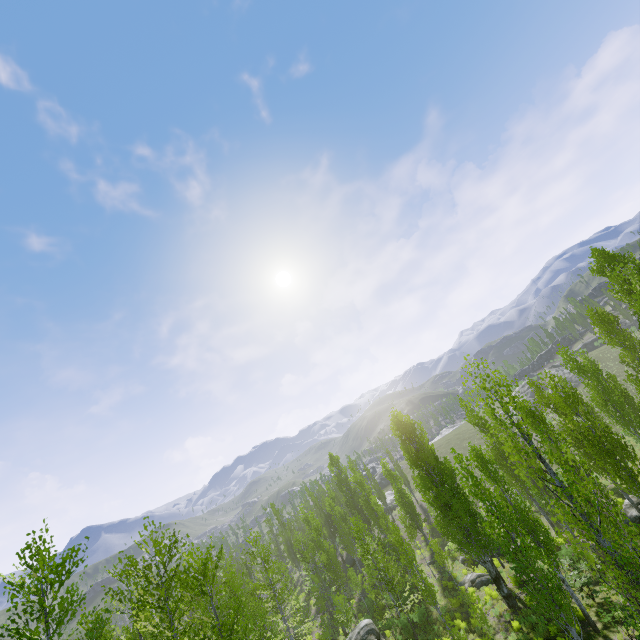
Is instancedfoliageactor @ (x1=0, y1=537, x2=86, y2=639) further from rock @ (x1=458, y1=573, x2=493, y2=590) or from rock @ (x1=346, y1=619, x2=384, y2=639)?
rock @ (x1=458, y1=573, x2=493, y2=590)

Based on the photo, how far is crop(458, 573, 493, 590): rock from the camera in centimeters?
2547cm

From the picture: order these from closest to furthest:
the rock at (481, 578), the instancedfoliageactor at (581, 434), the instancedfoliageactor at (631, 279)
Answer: the instancedfoliageactor at (581, 434) < the instancedfoliageactor at (631, 279) < the rock at (481, 578)

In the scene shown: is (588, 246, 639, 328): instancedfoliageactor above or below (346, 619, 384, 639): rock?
above

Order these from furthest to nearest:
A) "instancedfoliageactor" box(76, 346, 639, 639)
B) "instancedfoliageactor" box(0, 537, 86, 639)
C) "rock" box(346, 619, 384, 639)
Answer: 1. "rock" box(346, 619, 384, 639)
2. "instancedfoliageactor" box(0, 537, 86, 639)
3. "instancedfoliageactor" box(76, 346, 639, 639)

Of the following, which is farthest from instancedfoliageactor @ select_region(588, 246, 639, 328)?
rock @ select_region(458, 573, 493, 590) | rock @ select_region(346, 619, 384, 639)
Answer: rock @ select_region(458, 573, 493, 590)

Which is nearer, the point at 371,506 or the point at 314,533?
the point at 314,533

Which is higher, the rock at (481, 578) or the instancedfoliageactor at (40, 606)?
the instancedfoliageactor at (40, 606)
